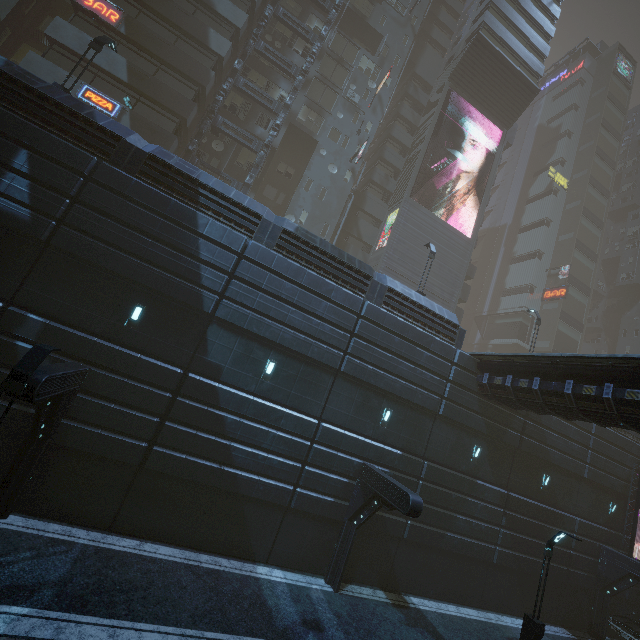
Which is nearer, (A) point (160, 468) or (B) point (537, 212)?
(A) point (160, 468)

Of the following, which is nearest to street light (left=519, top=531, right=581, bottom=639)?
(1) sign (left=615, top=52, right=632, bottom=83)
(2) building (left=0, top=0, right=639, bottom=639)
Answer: (2) building (left=0, top=0, right=639, bottom=639)

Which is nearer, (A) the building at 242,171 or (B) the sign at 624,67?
(A) the building at 242,171

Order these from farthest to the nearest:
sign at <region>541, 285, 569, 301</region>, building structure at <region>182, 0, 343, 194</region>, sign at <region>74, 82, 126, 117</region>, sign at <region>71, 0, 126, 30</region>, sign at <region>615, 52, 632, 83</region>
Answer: sign at <region>615, 52, 632, 83</region> < sign at <region>541, 285, 569, 301</region> < building structure at <region>182, 0, 343, 194</region> < sign at <region>71, 0, 126, 30</region> < sign at <region>74, 82, 126, 117</region>

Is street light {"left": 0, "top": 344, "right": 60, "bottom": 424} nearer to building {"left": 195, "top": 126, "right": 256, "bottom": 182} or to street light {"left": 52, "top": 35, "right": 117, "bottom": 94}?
building {"left": 195, "top": 126, "right": 256, "bottom": 182}

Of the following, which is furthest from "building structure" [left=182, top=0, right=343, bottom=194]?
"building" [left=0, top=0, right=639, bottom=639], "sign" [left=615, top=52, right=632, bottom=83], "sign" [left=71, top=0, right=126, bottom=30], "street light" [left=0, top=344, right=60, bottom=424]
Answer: "sign" [left=615, top=52, right=632, bottom=83]

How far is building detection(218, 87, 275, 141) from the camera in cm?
2667

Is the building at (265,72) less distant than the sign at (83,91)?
No
